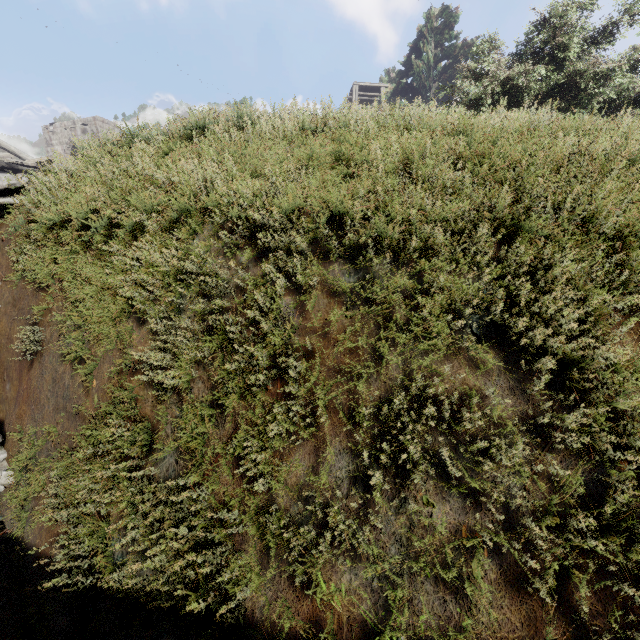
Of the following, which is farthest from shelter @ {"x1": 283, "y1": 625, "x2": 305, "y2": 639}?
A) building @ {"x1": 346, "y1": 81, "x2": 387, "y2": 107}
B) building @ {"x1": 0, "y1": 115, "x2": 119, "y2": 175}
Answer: building @ {"x1": 346, "y1": 81, "x2": 387, "y2": 107}

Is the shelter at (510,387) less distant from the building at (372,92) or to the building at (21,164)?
the building at (21,164)

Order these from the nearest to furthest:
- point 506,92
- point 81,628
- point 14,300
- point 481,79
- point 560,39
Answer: point 81,628 → point 14,300 → point 560,39 → point 506,92 → point 481,79

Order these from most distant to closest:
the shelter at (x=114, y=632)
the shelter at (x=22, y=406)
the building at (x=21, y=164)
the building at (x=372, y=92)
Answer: the building at (x=372, y=92) < the building at (x=21, y=164) < the shelter at (x=22, y=406) < the shelter at (x=114, y=632)

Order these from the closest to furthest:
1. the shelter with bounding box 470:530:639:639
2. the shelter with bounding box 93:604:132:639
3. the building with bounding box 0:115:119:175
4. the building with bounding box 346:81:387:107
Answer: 1. the shelter with bounding box 470:530:639:639
2. the shelter with bounding box 93:604:132:639
3. the building with bounding box 0:115:119:175
4. the building with bounding box 346:81:387:107

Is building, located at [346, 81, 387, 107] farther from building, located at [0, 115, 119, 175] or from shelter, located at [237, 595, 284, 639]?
building, located at [0, 115, 119, 175]
